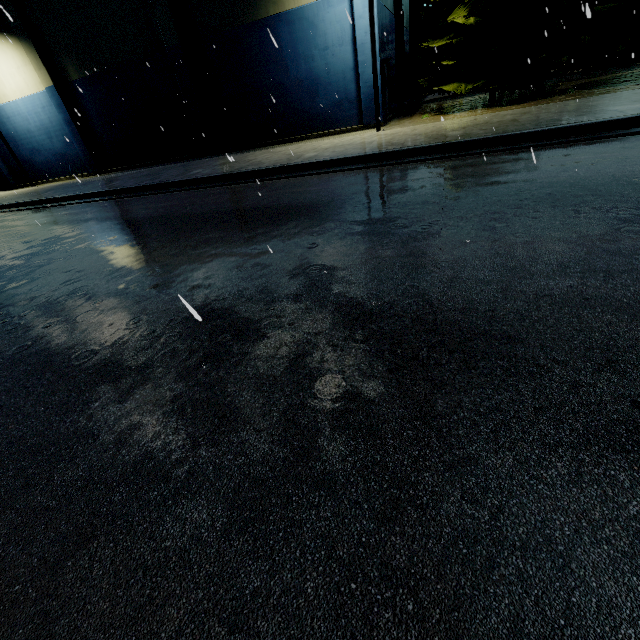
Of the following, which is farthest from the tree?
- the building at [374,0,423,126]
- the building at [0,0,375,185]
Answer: the building at [0,0,375,185]

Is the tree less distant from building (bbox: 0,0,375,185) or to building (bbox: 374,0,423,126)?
building (bbox: 374,0,423,126)

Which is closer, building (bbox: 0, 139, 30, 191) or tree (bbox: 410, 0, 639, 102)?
tree (bbox: 410, 0, 639, 102)

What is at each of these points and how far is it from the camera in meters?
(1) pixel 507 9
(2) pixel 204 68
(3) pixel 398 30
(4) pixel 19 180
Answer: (1) tree, 13.1 m
(2) building, 17.2 m
(3) building, 21.0 m
(4) building, 26.3 m

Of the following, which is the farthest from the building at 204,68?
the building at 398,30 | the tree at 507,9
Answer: the tree at 507,9

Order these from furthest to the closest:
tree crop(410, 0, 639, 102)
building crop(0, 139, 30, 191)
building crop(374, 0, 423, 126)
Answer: building crop(0, 139, 30, 191)
building crop(374, 0, 423, 126)
tree crop(410, 0, 639, 102)
